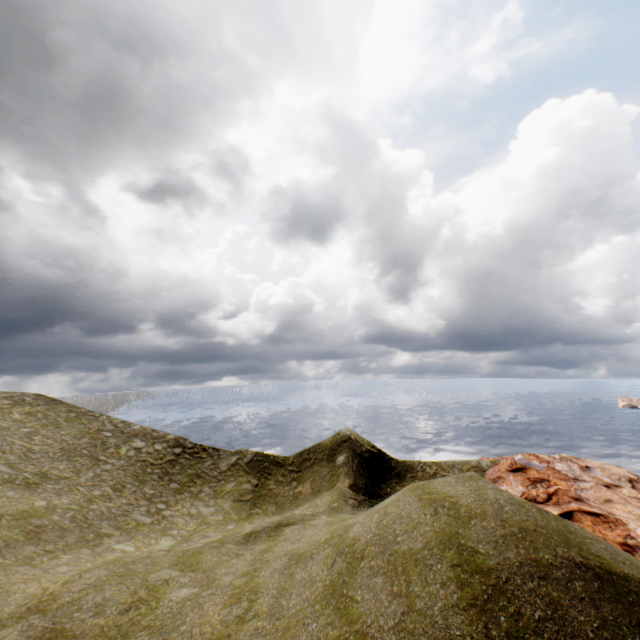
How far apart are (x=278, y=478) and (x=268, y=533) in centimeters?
1220cm
